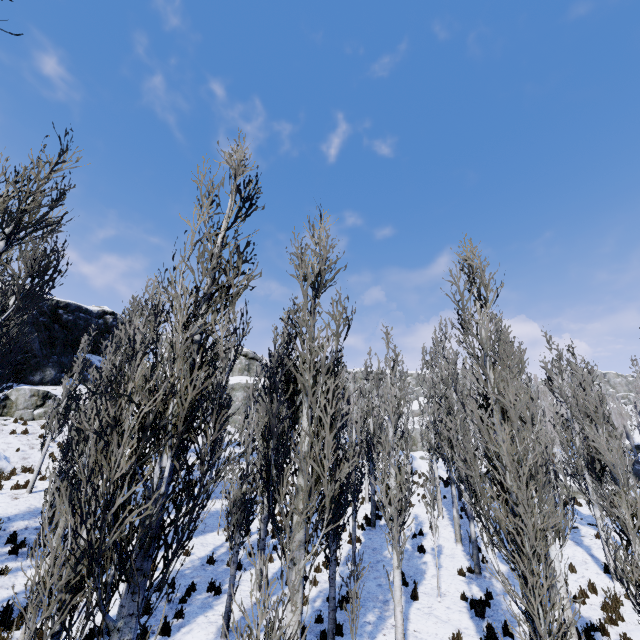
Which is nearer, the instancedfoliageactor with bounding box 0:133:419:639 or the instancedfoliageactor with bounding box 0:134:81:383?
the instancedfoliageactor with bounding box 0:133:419:639

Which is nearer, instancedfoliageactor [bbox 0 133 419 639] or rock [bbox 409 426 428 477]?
instancedfoliageactor [bbox 0 133 419 639]

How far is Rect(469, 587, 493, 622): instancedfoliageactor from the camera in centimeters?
1005cm

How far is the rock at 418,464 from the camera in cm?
3139

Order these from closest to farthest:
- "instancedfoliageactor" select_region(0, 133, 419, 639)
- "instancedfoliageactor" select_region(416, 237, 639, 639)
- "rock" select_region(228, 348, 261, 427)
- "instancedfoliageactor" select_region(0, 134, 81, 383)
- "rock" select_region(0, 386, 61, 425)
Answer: "instancedfoliageactor" select_region(0, 133, 419, 639) → "instancedfoliageactor" select_region(416, 237, 639, 639) → "instancedfoliageactor" select_region(0, 134, 81, 383) → "rock" select_region(0, 386, 61, 425) → "rock" select_region(228, 348, 261, 427)

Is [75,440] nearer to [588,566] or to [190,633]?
[190,633]

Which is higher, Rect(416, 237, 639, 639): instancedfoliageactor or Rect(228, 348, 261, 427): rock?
Rect(228, 348, 261, 427): rock
